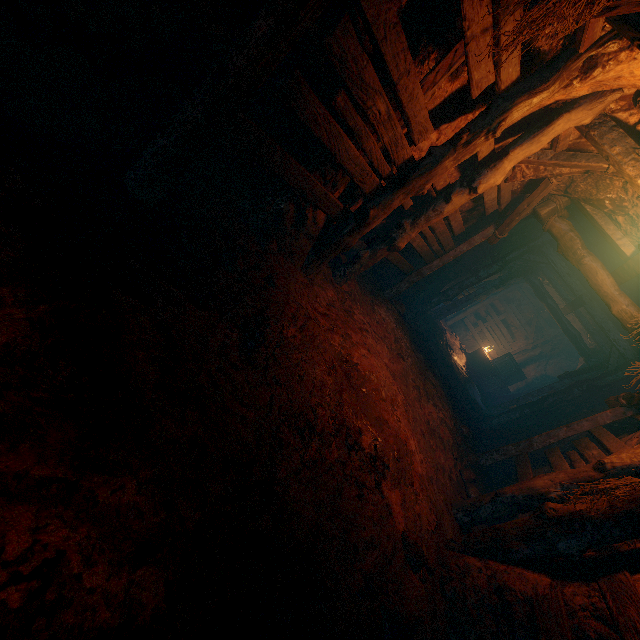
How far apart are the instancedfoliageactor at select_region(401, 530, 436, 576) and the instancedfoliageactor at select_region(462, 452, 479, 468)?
4.1m

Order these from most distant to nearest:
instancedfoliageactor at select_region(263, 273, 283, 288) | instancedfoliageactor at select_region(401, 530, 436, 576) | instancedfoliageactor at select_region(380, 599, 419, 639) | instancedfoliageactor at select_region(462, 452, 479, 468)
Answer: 1. instancedfoliageactor at select_region(462, 452, 479, 468)
2. instancedfoliageactor at select_region(263, 273, 283, 288)
3. instancedfoliageactor at select_region(401, 530, 436, 576)
4. instancedfoliageactor at select_region(380, 599, 419, 639)

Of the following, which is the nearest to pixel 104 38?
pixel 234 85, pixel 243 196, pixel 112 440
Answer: pixel 234 85

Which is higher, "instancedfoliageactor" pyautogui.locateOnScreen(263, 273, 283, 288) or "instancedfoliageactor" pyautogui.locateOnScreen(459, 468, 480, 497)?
"instancedfoliageactor" pyautogui.locateOnScreen(263, 273, 283, 288)

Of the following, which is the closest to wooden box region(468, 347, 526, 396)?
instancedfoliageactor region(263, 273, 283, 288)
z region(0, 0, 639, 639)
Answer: z region(0, 0, 639, 639)

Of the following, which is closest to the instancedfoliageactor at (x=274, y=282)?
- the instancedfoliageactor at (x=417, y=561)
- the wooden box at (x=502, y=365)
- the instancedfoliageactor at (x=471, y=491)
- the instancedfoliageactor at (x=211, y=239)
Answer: the instancedfoliageactor at (x=211, y=239)

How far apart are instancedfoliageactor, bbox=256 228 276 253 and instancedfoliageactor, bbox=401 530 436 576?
3.37m

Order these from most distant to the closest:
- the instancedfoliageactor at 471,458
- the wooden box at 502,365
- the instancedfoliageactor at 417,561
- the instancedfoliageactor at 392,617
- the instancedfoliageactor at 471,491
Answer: the wooden box at 502,365, the instancedfoliageactor at 471,458, the instancedfoliageactor at 471,491, the instancedfoliageactor at 417,561, the instancedfoliageactor at 392,617
